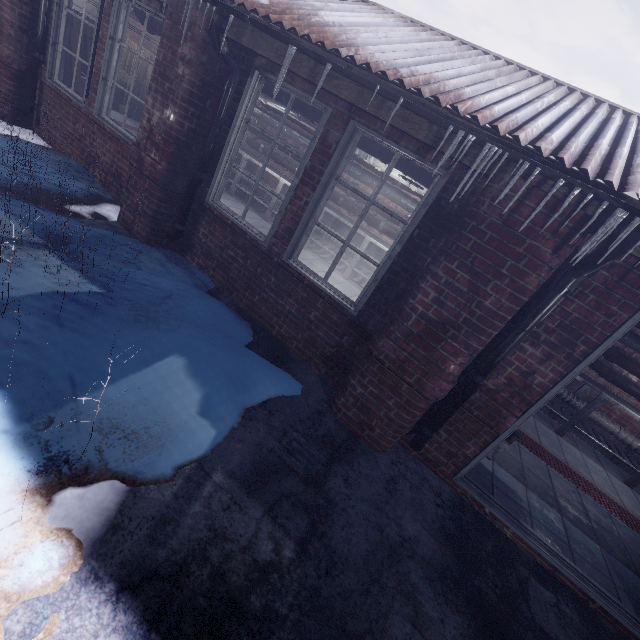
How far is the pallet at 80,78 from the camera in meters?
4.2 m

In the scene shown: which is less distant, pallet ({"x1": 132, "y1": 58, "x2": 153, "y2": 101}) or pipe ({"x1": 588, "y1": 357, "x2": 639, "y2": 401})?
pipe ({"x1": 588, "y1": 357, "x2": 639, "y2": 401})

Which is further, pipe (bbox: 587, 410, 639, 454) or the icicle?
pipe (bbox: 587, 410, 639, 454)

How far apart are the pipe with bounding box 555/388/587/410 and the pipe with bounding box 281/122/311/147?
0.4 meters

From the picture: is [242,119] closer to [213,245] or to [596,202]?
[213,245]

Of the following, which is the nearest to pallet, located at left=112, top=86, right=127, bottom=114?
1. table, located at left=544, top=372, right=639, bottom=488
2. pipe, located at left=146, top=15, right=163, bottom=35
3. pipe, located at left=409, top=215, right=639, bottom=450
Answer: table, located at left=544, top=372, right=639, bottom=488

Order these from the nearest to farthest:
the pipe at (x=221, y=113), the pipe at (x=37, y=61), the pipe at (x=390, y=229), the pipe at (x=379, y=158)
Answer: the pipe at (x=221, y=113) < the pipe at (x=379, y=158) < the pipe at (x=37, y=61) < the pipe at (x=390, y=229)

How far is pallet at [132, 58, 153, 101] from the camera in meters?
7.3 m
